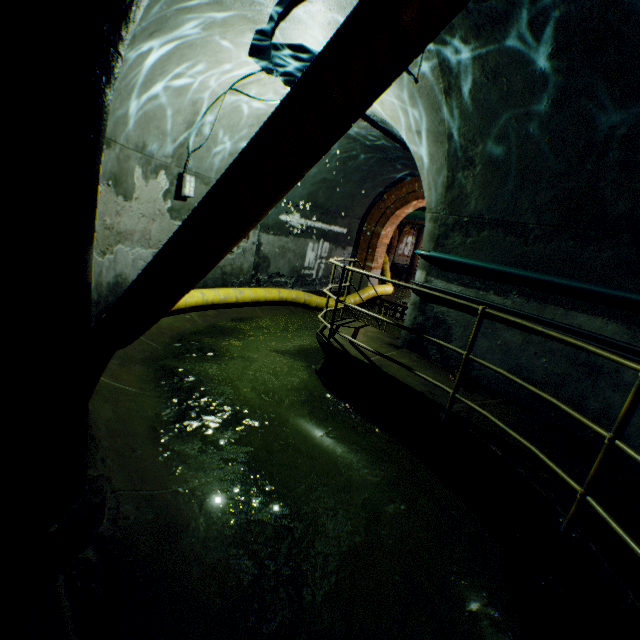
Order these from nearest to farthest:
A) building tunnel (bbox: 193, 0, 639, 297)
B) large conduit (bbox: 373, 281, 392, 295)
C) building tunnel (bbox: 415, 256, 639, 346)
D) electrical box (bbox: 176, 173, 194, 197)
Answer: building tunnel (bbox: 193, 0, 639, 297) < building tunnel (bbox: 415, 256, 639, 346) < electrical box (bbox: 176, 173, 194, 197) < large conduit (bbox: 373, 281, 392, 295)

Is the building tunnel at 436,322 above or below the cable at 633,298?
below

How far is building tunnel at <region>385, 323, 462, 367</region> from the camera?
5.00m

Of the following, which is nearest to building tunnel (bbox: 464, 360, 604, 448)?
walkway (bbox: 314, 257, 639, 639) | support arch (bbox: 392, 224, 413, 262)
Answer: walkway (bbox: 314, 257, 639, 639)

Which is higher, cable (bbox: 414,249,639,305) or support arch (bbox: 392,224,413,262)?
support arch (bbox: 392,224,413,262)

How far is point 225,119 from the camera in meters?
5.9

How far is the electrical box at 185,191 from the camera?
6.0 meters

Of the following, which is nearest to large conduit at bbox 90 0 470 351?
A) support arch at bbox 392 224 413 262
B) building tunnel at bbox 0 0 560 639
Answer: building tunnel at bbox 0 0 560 639
